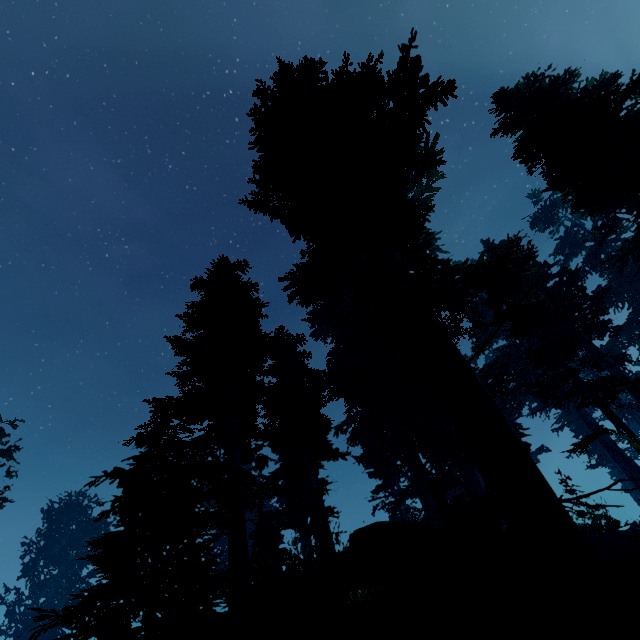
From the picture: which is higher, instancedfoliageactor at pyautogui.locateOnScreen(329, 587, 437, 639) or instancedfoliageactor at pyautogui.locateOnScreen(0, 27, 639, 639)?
instancedfoliageactor at pyautogui.locateOnScreen(0, 27, 639, 639)

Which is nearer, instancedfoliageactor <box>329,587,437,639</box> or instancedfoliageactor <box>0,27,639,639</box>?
instancedfoliageactor <box>329,587,437,639</box>

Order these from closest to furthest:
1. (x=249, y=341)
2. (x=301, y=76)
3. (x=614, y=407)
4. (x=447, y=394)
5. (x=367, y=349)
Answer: (x=447, y=394), (x=301, y=76), (x=249, y=341), (x=367, y=349), (x=614, y=407)

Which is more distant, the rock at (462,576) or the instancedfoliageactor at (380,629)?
the rock at (462,576)

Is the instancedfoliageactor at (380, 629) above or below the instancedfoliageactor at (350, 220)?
below

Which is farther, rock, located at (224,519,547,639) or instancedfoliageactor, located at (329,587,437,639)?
rock, located at (224,519,547,639)
